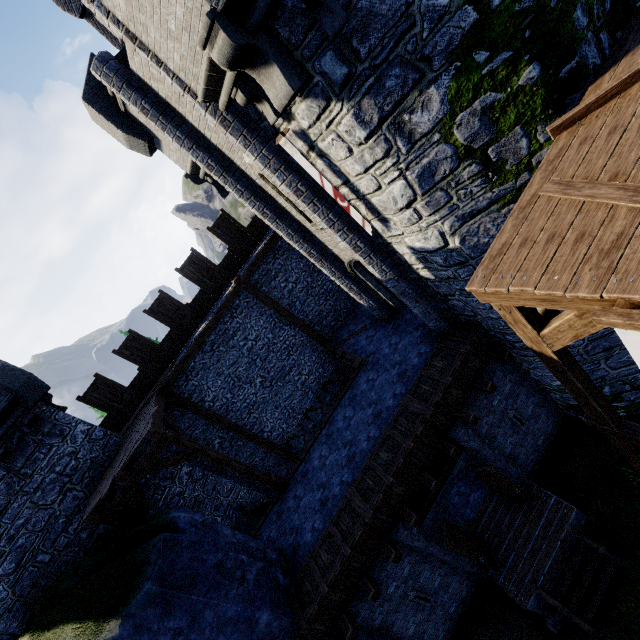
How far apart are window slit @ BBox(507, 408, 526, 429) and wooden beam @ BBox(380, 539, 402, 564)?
5.1m

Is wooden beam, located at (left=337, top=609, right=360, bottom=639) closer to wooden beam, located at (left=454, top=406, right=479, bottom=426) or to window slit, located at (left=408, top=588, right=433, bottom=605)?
window slit, located at (left=408, top=588, right=433, bottom=605)

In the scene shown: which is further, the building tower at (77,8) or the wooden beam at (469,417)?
the building tower at (77,8)

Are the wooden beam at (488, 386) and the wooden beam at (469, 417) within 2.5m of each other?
yes

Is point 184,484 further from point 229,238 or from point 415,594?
point 229,238

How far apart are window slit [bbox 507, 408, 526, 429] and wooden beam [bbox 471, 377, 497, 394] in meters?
1.7 m

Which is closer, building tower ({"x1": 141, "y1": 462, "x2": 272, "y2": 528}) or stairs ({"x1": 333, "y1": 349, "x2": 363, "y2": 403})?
building tower ({"x1": 141, "y1": 462, "x2": 272, "y2": 528})

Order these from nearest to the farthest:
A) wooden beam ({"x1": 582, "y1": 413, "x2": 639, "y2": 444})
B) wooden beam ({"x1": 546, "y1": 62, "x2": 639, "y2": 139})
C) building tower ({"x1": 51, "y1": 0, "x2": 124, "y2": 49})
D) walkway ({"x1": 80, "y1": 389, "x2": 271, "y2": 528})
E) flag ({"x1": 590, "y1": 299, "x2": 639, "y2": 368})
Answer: flag ({"x1": 590, "y1": 299, "x2": 639, "y2": 368})
wooden beam ({"x1": 546, "y1": 62, "x2": 639, "y2": 139})
wooden beam ({"x1": 582, "y1": 413, "x2": 639, "y2": 444})
walkway ({"x1": 80, "y1": 389, "x2": 271, "y2": 528})
building tower ({"x1": 51, "y1": 0, "x2": 124, "y2": 49})
